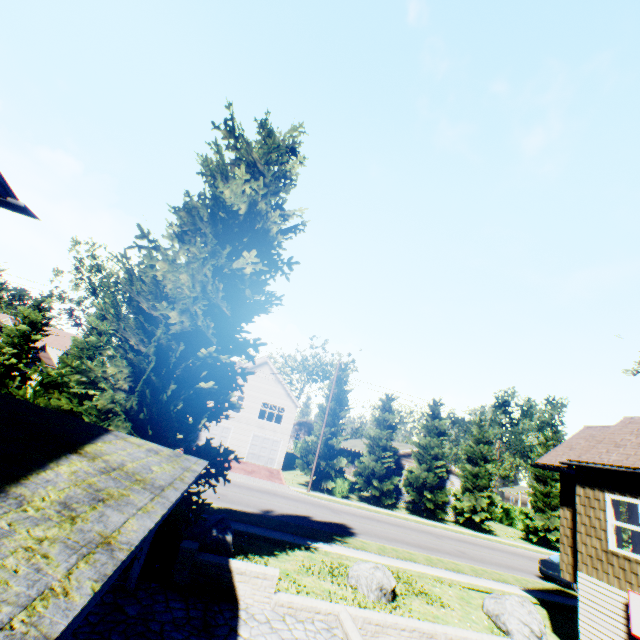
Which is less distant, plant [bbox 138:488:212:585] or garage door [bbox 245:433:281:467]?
plant [bbox 138:488:212:585]

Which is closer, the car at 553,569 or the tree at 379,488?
the car at 553,569

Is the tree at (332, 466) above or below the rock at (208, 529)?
above

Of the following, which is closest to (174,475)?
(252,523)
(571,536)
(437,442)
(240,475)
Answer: (252,523)

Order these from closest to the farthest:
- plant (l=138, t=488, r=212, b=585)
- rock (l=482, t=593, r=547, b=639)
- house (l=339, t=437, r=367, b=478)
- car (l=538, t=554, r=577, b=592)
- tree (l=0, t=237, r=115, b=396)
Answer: plant (l=138, t=488, r=212, b=585)
rock (l=482, t=593, r=547, b=639)
car (l=538, t=554, r=577, b=592)
tree (l=0, t=237, r=115, b=396)
house (l=339, t=437, r=367, b=478)

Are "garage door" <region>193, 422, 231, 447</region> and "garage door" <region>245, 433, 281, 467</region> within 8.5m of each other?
yes

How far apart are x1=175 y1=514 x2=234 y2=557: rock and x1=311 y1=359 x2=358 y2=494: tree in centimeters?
1941cm

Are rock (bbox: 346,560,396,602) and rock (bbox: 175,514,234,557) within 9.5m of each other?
yes
